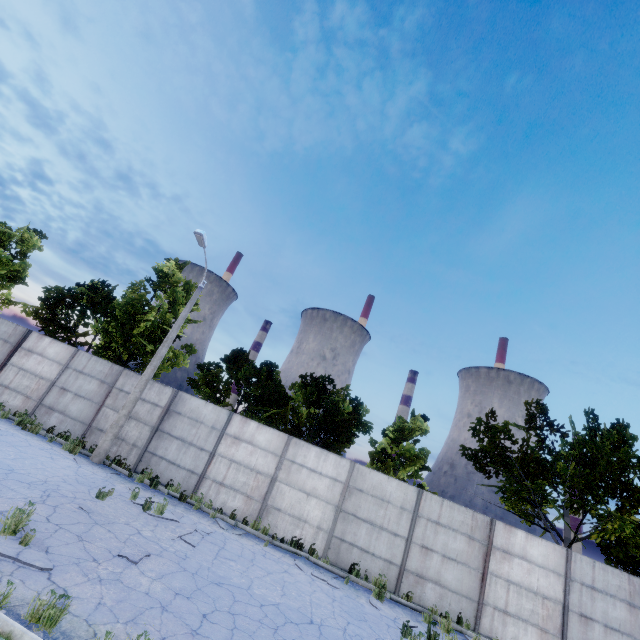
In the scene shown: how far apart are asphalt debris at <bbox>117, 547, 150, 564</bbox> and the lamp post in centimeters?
700cm

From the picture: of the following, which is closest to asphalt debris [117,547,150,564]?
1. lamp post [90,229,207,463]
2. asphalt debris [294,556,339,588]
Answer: asphalt debris [294,556,339,588]

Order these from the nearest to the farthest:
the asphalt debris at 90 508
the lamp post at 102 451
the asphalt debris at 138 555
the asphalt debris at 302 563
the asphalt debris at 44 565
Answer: the asphalt debris at 44 565, the asphalt debris at 138 555, the asphalt debris at 90 508, the asphalt debris at 302 563, the lamp post at 102 451

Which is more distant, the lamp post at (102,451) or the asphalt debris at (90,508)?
the lamp post at (102,451)

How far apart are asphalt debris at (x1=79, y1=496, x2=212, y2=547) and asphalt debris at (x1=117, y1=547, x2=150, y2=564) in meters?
1.4 m

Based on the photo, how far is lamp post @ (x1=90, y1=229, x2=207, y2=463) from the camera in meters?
12.9 m

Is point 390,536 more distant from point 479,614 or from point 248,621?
point 248,621

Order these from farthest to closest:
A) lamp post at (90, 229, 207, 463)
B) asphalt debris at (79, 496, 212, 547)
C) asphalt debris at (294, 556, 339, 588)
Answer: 1. lamp post at (90, 229, 207, 463)
2. asphalt debris at (294, 556, 339, 588)
3. asphalt debris at (79, 496, 212, 547)
